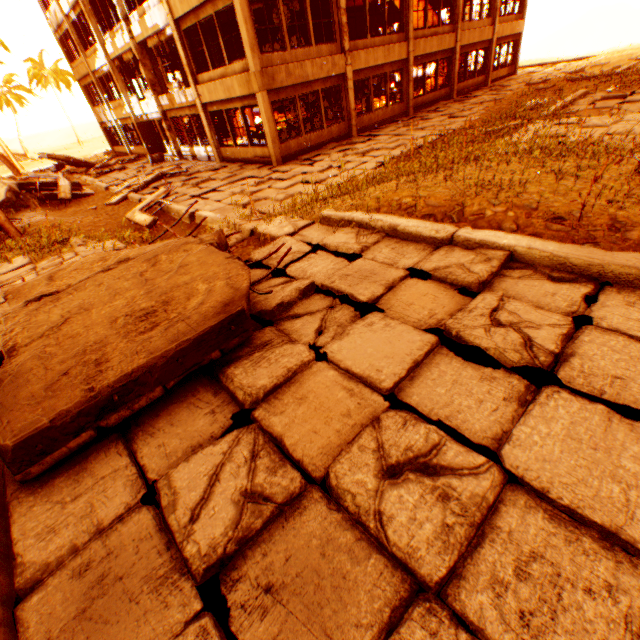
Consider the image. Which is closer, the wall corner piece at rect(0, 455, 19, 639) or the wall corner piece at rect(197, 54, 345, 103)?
the wall corner piece at rect(0, 455, 19, 639)

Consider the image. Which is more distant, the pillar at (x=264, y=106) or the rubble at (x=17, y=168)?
the rubble at (x=17, y=168)

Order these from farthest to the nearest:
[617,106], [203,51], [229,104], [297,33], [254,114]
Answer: [203,51] < [254,114] < [229,104] < [297,33] < [617,106]

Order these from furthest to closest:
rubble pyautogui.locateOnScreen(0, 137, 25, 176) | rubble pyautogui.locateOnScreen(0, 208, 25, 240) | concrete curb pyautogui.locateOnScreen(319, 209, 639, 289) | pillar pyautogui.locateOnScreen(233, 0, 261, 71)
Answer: rubble pyautogui.locateOnScreen(0, 137, 25, 176) < pillar pyautogui.locateOnScreen(233, 0, 261, 71) < rubble pyautogui.locateOnScreen(0, 208, 25, 240) < concrete curb pyautogui.locateOnScreen(319, 209, 639, 289)

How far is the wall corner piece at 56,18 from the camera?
22.0m

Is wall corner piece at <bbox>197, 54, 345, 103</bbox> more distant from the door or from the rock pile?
the rock pile

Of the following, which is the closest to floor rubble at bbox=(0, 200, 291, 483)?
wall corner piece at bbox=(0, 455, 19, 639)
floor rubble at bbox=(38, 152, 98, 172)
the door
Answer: wall corner piece at bbox=(0, 455, 19, 639)

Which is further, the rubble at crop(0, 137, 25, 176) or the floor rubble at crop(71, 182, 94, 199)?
the rubble at crop(0, 137, 25, 176)
